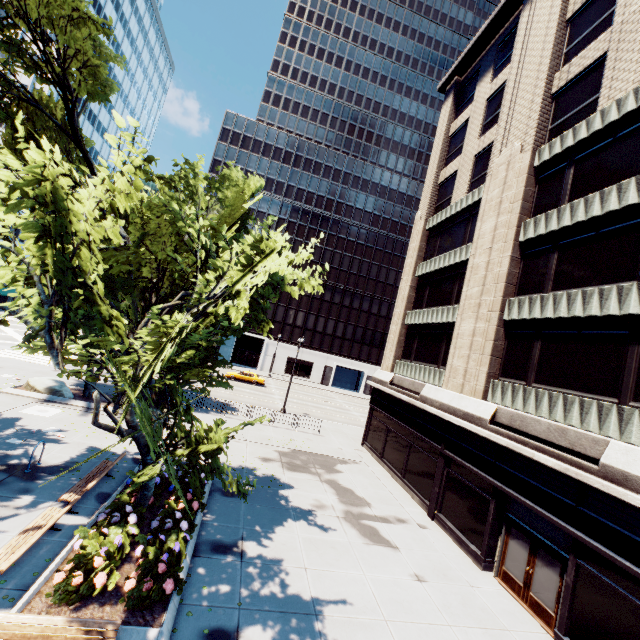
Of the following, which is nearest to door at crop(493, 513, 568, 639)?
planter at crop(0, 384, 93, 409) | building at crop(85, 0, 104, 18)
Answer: planter at crop(0, 384, 93, 409)

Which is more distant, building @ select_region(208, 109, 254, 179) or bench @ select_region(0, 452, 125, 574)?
building @ select_region(208, 109, 254, 179)

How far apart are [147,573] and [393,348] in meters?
20.1

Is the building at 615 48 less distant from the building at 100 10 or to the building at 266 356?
the building at 266 356

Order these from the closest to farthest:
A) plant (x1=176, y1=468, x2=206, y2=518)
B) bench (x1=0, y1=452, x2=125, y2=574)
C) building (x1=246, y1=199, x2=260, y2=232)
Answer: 1. bench (x1=0, y1=452, x2=125, y2=574)
2. plant (x1=176, y1=468, x2=206, y2=518)
3. building (x1=246, y1=199, x2=260, y2=232)

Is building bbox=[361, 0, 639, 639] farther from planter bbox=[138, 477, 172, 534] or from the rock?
the rock

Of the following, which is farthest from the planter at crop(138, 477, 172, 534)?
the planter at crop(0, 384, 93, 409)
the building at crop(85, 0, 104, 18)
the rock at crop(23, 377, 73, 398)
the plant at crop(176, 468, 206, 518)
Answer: the building at crop(85, 0, 104, 18)

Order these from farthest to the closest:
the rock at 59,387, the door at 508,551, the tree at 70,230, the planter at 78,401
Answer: the rock at 59,387 → the planter at 78,401 → the door at 508,551 → the tree at 70,230
